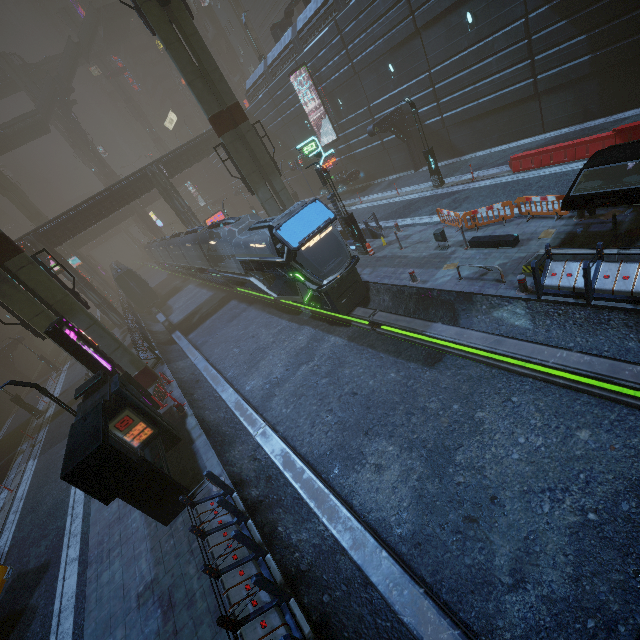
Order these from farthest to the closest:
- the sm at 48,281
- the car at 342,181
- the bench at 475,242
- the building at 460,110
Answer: the car at 342,181 → the building at 460,110 → the sm at 48,281 → the bench at 475,242

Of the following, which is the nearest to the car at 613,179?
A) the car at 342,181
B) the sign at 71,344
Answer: the sign at 71,344

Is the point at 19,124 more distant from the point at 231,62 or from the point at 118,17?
the point at 231,62

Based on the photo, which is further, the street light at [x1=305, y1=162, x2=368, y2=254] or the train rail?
the street light at [x1=305, y1=162, x2=368, y2=254]

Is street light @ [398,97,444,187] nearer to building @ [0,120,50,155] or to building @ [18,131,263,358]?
building @ [18,131,263,358]

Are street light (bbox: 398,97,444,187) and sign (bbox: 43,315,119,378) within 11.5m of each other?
no

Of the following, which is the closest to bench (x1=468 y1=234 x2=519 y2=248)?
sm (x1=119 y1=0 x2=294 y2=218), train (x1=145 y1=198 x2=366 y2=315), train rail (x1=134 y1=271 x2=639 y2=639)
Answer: train rail (x1=134 y1=271 x2=639 y2=639)

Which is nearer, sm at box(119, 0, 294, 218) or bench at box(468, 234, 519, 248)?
bench at box(468, 234, 519, 248)
